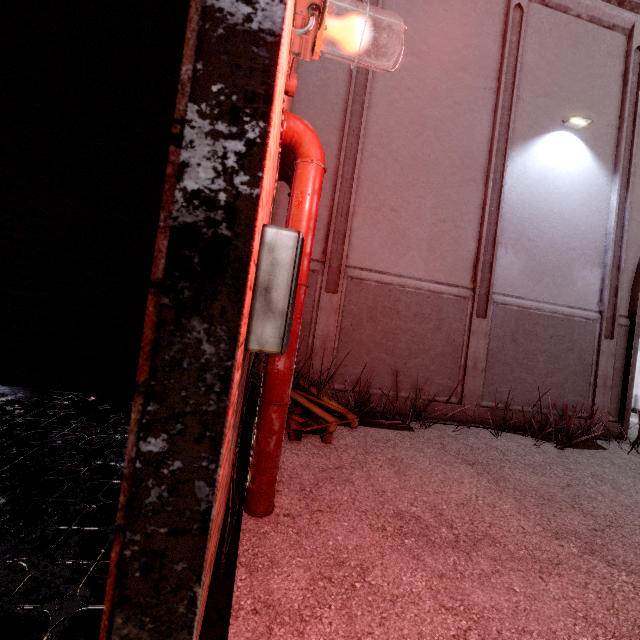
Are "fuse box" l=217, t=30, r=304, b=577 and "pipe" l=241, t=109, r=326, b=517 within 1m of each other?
yes

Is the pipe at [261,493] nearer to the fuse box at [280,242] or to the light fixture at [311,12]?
the fuse box at [280,242]

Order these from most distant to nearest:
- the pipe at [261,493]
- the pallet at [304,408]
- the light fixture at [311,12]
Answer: the pallet at [304,408], the pipe at [261,493], the light fixture at [311,12]

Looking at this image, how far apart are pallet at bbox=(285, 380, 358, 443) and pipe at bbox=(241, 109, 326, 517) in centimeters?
90cm

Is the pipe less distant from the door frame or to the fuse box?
the fuse box

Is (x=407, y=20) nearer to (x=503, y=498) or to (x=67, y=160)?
(x=67, y=160)

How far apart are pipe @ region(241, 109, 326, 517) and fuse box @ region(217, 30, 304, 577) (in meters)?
0.21

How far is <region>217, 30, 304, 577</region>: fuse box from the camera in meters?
1.5 m
